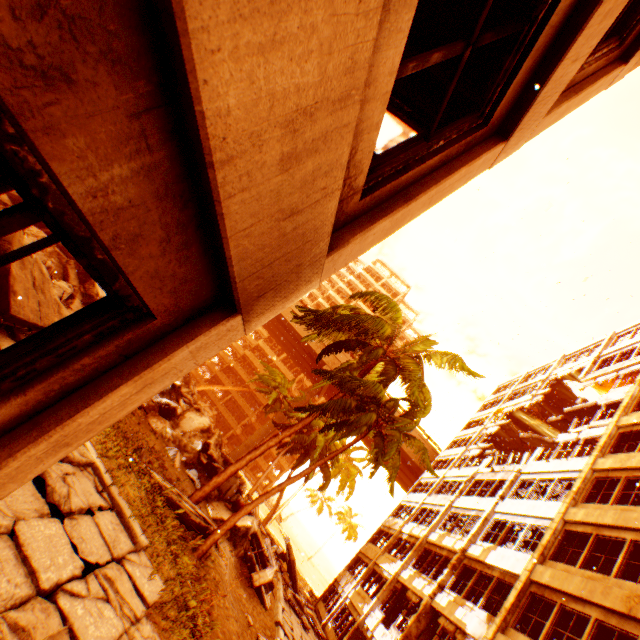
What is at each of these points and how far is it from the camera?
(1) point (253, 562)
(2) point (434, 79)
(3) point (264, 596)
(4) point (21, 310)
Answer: (1) floor rubble, 14.5m
(2) wall corner piece, 3.2m
(3) floor rubble, 13.8m
(4) floor rubble, 6.3m

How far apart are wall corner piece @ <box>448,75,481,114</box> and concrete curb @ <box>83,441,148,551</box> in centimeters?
716cm

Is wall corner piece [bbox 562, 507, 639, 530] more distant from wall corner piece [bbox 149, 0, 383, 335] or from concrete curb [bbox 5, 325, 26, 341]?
concrete curb [bbox 5, 325, 26, 341]

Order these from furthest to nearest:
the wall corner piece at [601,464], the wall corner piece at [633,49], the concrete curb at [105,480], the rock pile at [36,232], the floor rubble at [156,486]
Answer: the wall corner piece at [601,464]
the rock pile at [36,232]
the floor rubble at [156,486]
the concrete curb at [105,480]
the wall corner piece at [633,49]

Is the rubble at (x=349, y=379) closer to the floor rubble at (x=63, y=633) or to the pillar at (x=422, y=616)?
the pillar at (x=422, y=616)

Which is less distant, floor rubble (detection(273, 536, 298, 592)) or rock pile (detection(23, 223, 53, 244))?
rock pile (detection(23, 223, 53, 244))

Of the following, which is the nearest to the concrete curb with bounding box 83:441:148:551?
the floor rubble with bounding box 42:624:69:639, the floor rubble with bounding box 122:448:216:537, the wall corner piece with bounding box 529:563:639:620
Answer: the floor rubble with bounding box 122:448:216:537

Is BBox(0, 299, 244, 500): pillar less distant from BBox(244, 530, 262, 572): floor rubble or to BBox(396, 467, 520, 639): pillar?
BBox(396, 467, 520, 639): pillar
